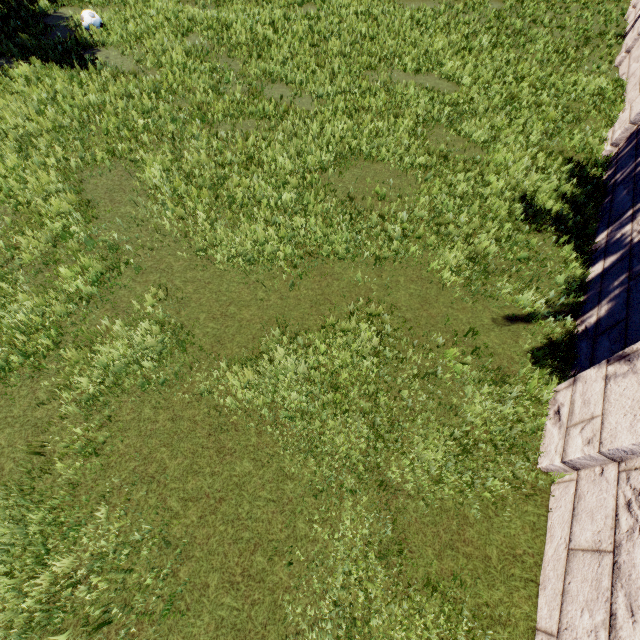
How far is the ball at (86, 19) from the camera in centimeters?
1157cm

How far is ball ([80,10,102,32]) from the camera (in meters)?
11.57

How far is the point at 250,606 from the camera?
3.73m
